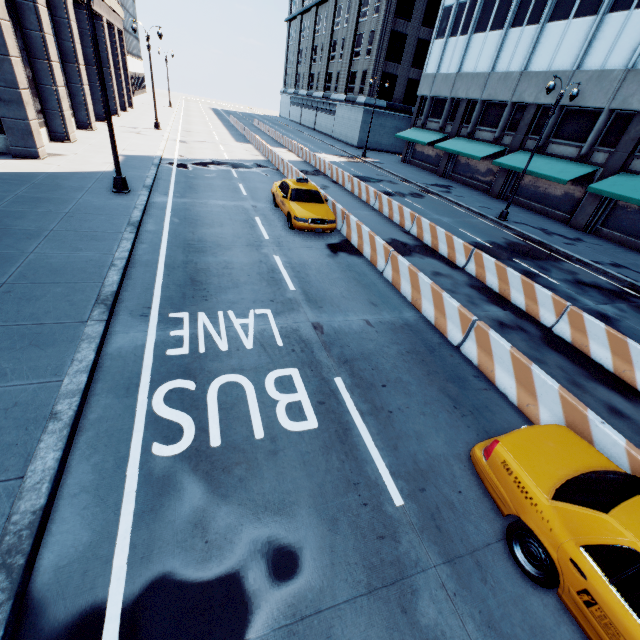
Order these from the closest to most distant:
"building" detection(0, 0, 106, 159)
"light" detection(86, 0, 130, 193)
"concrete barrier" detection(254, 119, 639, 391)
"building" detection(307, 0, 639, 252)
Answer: "concrete barrier" detection(254, 119, 639, 391) < "light" detection(86, 0, 130, 193) < "building" detection(0, 0, 106, 159) < "building" detection(307, 0, 639, 252)

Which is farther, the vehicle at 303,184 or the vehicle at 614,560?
the vehicle at 303,184

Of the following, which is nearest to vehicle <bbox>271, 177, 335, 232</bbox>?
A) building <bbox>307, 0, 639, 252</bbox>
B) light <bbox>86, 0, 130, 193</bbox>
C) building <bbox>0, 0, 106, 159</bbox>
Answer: light <bbox>86, 0, 130, 193</bbox>

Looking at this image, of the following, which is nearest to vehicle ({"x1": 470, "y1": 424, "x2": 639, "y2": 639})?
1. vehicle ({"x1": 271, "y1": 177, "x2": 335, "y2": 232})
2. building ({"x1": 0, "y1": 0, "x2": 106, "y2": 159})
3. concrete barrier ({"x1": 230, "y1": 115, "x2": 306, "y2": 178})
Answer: concrete barrier ({"x1": 230, "y1": 115, "x2": 306, "y2": 178})

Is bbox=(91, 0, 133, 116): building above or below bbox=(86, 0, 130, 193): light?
above

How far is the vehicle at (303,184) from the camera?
12.70m

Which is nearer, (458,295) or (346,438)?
(346,438)

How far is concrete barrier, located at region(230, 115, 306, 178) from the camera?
20.9 meters
